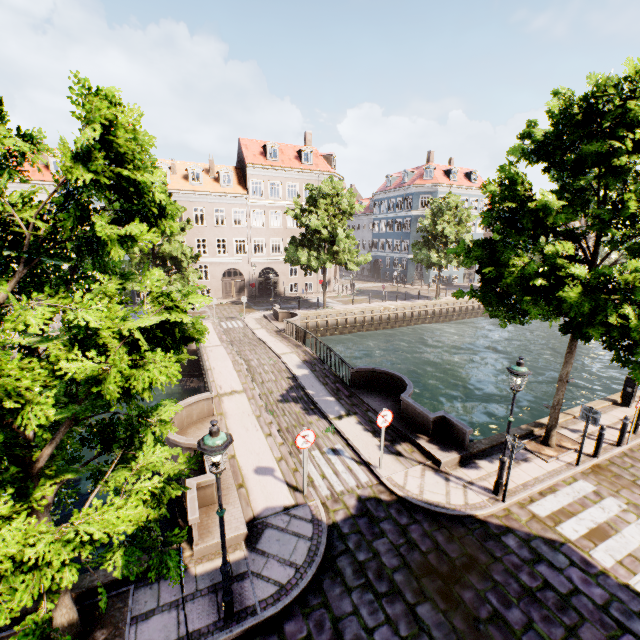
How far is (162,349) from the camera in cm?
486

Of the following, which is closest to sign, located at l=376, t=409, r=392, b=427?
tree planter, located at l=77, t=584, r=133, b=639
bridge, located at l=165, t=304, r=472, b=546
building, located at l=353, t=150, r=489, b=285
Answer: bridge, located at l=165, t=304, r=472, b=546

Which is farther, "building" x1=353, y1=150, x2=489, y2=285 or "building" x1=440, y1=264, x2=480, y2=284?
"building" x1=440, y1=264, x2=480, y2=284

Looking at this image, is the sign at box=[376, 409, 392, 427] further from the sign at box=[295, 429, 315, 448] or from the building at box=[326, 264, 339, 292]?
the building at box=[326, 264, 339, 292]

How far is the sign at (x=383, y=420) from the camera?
8.9m

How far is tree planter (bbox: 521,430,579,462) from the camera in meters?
10.1 m

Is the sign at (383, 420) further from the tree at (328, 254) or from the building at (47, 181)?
the building at (47, 181)

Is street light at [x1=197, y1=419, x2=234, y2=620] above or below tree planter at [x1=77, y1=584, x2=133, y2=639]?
above
